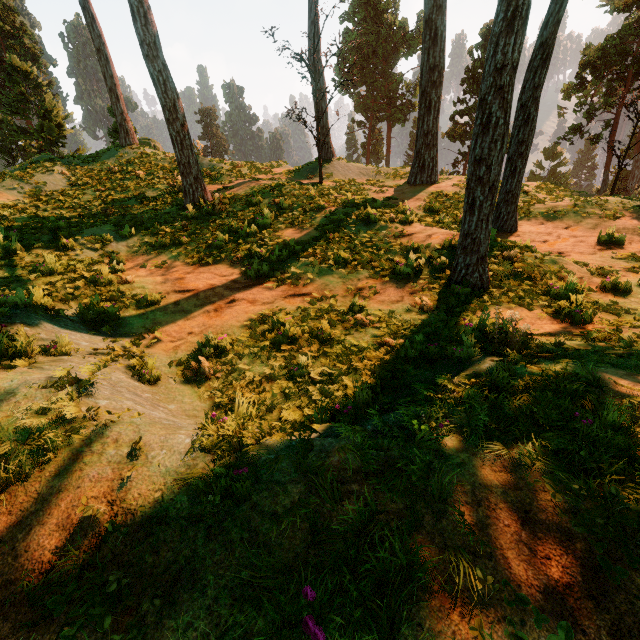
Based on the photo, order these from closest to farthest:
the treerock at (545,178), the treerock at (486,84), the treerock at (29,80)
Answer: the treerock at (486,84) < the treerock at (545,178) < the treerock at (29,80)

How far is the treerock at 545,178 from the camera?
19.05m

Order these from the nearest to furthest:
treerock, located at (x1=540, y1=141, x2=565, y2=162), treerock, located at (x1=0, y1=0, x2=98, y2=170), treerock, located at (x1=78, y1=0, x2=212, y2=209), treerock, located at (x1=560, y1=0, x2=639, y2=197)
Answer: treerock, located at (x1=78, y1=0, x2=212, y2=209), treerock, located at (x1=560, y1=0, x2=639, y2=197), treerock, located at (x1=0, y1=0, x2=98, y2=170), treerock, located at (x1=540, y1=141, x2=565, y2=162)

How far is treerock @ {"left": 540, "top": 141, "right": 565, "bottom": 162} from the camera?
50.38m

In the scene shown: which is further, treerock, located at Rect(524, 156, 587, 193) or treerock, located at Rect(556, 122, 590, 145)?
treerock, located at Rect(556, 122, 590, 145)

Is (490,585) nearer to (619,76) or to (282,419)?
(282,419)
